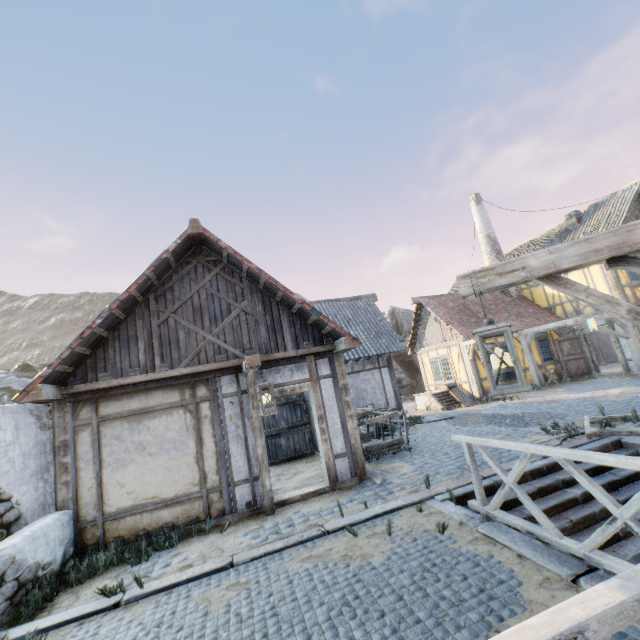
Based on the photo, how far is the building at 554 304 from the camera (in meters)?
16.03

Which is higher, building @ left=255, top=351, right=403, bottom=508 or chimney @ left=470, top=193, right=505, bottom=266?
chimney @ left=470, top=193, right=505, bottom=266

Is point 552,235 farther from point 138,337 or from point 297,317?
point 138,337

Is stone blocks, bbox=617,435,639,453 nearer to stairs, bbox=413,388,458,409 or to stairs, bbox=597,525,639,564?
stairs, bbox=597,525,639,564

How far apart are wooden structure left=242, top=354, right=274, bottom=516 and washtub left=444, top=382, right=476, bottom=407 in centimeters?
1089cm

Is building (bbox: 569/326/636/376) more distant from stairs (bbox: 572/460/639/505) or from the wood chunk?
the wood chunk

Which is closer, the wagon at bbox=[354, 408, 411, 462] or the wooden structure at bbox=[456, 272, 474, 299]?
the wooden structure at bbox=[456, 272, 474, 299]

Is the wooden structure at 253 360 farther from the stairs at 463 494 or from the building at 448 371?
the building at 448 371
